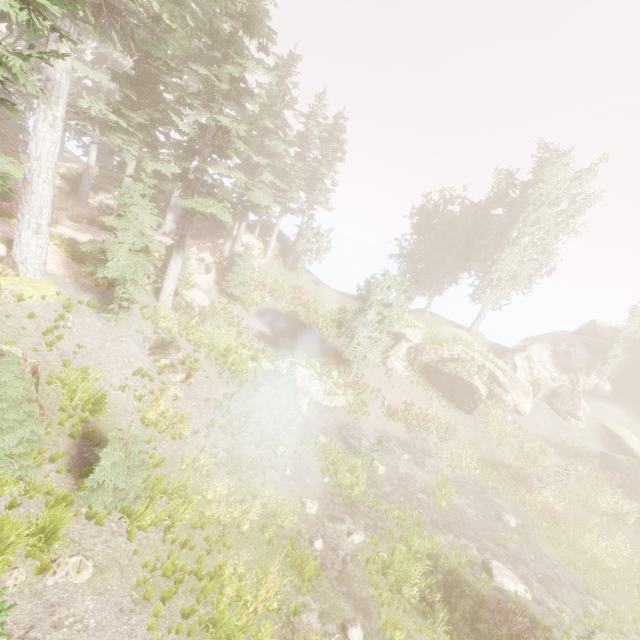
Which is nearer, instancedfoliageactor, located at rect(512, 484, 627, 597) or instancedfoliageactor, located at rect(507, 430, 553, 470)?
instancedfoliageactor, located at rect(512, 484, 627, 597)

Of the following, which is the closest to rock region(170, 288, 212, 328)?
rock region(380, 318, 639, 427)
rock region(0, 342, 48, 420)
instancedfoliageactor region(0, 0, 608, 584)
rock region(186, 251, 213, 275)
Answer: instancedfoliageactor region(0, 0, 608, 584)

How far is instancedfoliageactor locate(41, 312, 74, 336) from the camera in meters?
12.2 m

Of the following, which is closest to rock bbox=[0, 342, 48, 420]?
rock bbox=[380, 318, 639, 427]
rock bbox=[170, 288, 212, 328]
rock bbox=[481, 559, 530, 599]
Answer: rock bbox=[170, 288, 212, 328]

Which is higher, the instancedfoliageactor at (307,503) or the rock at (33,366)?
the rock at (33,366)

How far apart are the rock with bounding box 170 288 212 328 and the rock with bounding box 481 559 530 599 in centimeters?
2046cm

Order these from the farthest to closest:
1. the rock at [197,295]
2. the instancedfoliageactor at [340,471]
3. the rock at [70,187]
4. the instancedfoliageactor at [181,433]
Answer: the rock at [70,187] < the rock at [197,295] < the instancedfoliageactor at [340,471] < the instancedfoliageactor at [181,433]

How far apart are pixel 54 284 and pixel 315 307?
22.4m
